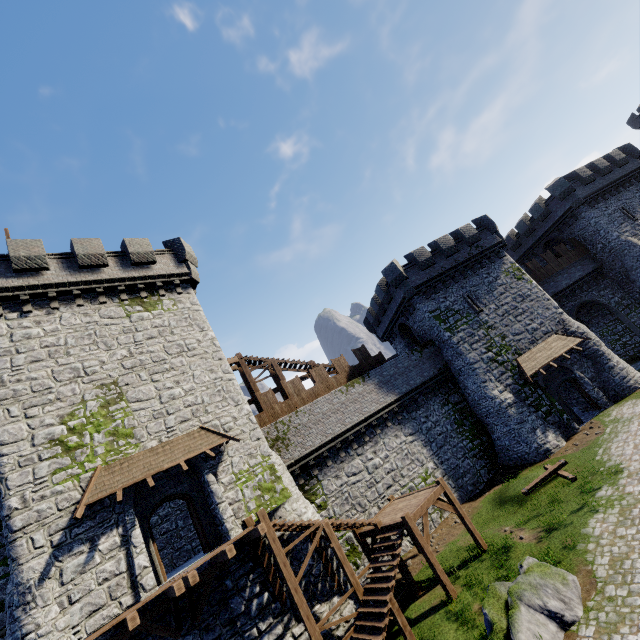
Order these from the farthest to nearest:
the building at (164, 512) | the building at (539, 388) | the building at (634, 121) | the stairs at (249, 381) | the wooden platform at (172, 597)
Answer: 1. the building at (634, 121)
2. the building at (539, 388)
3. the stairs at (249, 381)
4. the building at (164, 512)
5. the wooden platform at (172, 597)

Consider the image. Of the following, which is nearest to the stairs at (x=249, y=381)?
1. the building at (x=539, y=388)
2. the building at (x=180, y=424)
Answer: the building at (x=180, y=424)

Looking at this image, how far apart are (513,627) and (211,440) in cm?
1243

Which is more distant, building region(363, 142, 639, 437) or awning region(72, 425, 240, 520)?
building region(363, 142, 639, 437)

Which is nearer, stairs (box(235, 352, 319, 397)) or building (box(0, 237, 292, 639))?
building (box(0, 237, 292, 639))

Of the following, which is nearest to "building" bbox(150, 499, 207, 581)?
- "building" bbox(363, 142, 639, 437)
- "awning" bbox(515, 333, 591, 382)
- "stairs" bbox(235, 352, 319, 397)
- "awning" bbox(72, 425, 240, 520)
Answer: "awning" bbox(72, 425, 240, 520)

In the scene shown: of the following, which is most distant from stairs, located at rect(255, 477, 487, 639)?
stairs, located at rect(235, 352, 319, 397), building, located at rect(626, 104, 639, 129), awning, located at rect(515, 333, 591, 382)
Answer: building, located at rect(626, 104, 639, 129)

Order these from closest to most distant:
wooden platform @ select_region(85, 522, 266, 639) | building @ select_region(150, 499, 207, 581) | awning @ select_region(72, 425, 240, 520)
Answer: wooden platform @ select_region(85, 522, 266, 639) < awning @ select_region(72, 425, 240, 520) < building @ select_region(150, 499, 207, 581)
